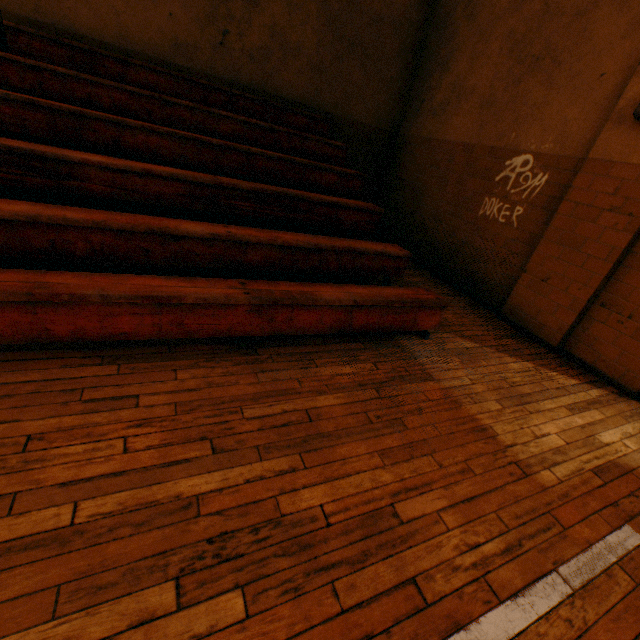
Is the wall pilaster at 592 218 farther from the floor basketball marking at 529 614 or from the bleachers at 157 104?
the floor basketball marking at 529 614

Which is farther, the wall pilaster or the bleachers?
the wall pilaster

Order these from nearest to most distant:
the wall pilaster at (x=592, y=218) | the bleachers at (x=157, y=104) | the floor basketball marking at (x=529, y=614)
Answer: the floor basketball marking at (x=529, y=614) < the bleachers at (x=157, y=104) < the wall pilaster at (x=592, y=218)

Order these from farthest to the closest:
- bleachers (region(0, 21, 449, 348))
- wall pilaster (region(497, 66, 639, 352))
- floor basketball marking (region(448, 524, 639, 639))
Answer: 1. wall pilaster (region(497, 66, 639, 352))
2. bleachers (region(0, 21, 449, 348))
3. floor basketball marking (region(448, 524, 639, 639))

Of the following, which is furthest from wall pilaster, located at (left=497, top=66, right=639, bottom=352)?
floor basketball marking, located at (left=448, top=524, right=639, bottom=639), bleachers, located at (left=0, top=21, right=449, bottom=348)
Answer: floor basketball marking, located at (left=448, top=524, right=639, bottom=639)

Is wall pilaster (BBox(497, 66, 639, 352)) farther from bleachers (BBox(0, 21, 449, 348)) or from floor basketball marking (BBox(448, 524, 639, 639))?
floor basketball marking (BBox(448, 524, 639, 639))

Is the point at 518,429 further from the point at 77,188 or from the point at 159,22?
the point at 159,22

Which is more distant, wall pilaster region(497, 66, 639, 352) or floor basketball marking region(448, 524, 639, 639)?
wall pilaster region(497, 66, 639, 352)
